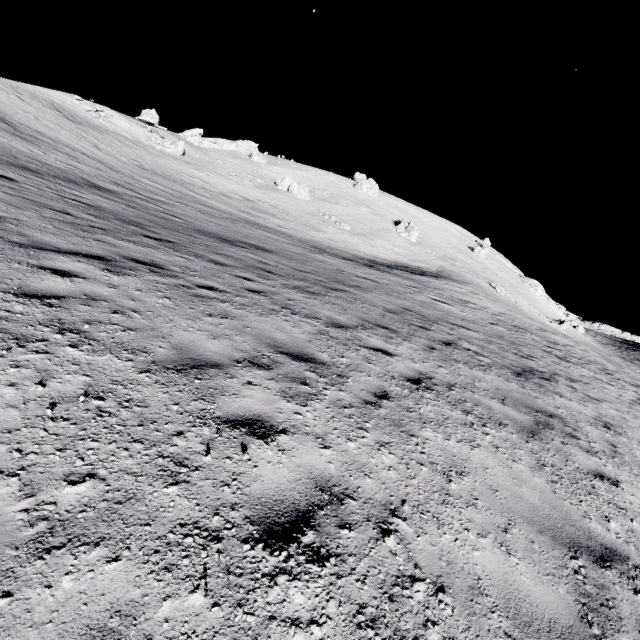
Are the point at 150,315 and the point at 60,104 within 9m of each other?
no

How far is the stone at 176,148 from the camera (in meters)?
51.66

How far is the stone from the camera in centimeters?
5166cm
